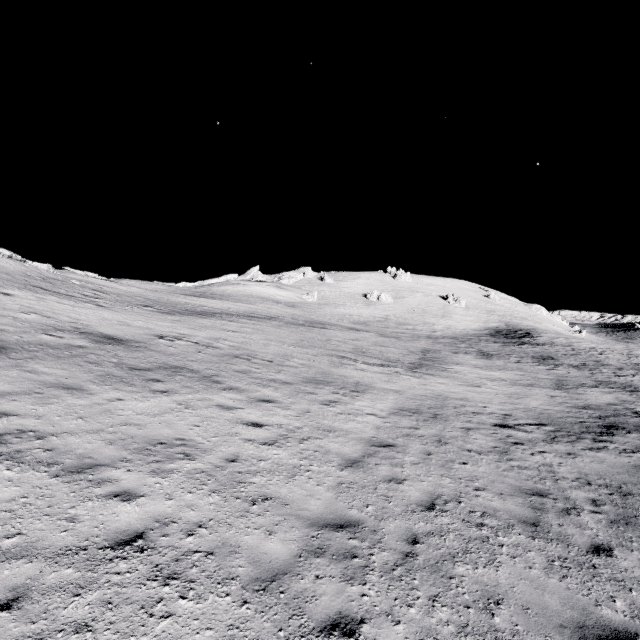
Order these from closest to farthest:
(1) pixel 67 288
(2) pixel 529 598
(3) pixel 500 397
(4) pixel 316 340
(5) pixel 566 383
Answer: (2) pixel 529 598 → (3) pixel 500 397 → (5) pixel 566 383 → (1) pixel 67 288 → (4) pixel 316 340
